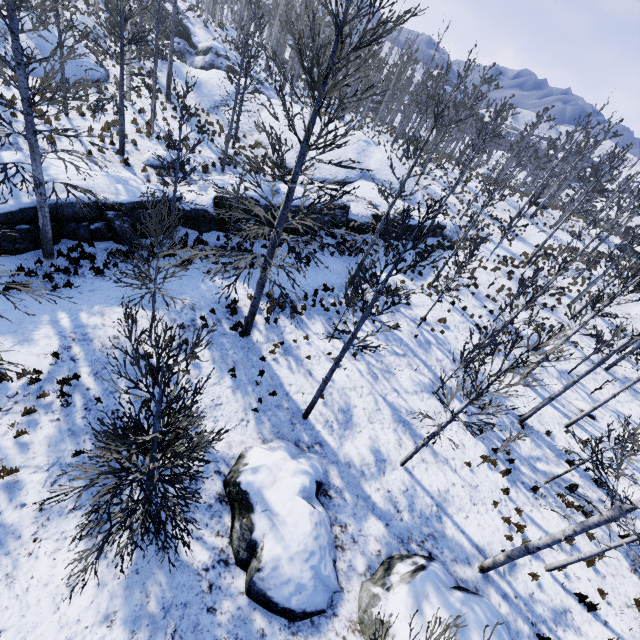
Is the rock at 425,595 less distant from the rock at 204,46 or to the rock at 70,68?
the rock at 204,46

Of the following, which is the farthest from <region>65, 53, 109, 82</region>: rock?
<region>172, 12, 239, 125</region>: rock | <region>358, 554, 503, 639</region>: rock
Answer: <region>358, 554, 503, 639</region>: rock

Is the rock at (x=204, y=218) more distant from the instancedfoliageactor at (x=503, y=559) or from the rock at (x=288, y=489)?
the rock at (x=288, y=489)

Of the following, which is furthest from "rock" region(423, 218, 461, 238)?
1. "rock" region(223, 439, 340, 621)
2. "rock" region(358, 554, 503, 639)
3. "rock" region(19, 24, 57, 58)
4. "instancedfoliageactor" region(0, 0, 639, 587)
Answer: "rock" region(358, 554, 503, 639)

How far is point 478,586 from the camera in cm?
895

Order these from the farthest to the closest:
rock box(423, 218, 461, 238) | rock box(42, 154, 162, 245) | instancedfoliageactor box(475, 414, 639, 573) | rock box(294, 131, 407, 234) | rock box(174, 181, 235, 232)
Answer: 1. rock box(423, 218, 461, 238)
2. rock box(294, 131, 407, 234)
3. rock box(174, 181, 235, 232)
4. rock box(42, 154, 162, 245)
5. instancedfoliageactor box(475, 414, 639, 573)

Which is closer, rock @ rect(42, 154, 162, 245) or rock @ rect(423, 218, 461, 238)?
rock @ rect(42, 154, 162, 245)

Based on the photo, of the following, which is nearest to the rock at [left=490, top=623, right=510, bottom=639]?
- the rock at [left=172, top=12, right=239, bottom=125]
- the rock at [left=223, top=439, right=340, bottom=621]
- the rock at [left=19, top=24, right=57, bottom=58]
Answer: the rock at [left=223, top=439, right=340, bottom=621]
